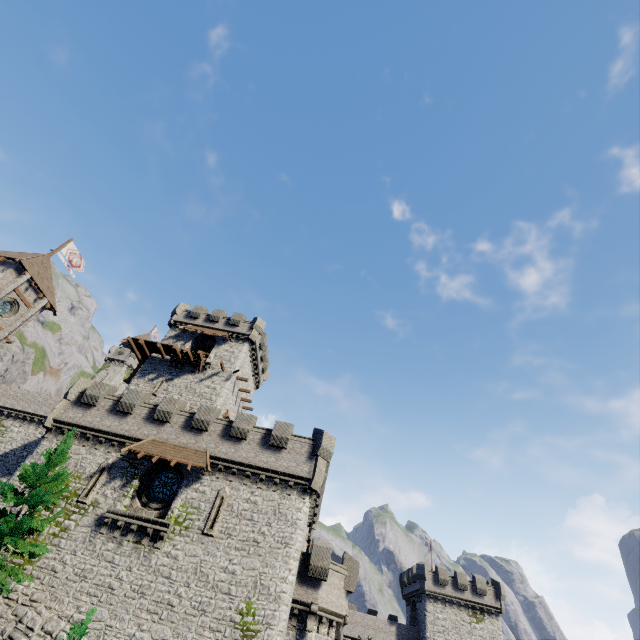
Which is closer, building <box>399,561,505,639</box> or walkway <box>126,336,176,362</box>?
walkway <box>126,336,176,362</box>

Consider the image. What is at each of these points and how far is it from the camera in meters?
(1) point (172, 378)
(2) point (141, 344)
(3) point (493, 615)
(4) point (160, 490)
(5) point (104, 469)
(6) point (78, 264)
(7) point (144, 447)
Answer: (1) building, 33.5 m
(2) walkway, 34.2 m
(3) building, 42.0 m
(4) window glass, 21.9 m
(5) window slit, 21.7 m
(6) flag, 41.7 m
(7) awning, 22.1 m

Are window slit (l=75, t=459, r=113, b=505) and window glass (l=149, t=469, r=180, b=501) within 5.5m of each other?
yes

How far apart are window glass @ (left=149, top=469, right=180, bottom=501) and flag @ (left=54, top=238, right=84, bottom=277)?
31.50m

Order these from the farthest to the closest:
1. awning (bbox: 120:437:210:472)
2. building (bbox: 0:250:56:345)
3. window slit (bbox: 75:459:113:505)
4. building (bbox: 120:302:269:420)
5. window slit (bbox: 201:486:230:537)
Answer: building (bbox: 120:302:269:420) → building (bbox: 0:250:56:345) → awning (bbox: 120:437:210:472) → window slit (bbox: 75:459:113:505) → window slit (bbox: 201:486:230:537)

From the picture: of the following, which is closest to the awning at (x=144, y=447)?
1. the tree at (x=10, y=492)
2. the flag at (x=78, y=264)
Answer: the tree at (x=10, y=492)

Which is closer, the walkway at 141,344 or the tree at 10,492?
the tree at 10,492

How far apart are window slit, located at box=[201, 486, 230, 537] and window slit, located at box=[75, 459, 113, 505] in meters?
7.4
